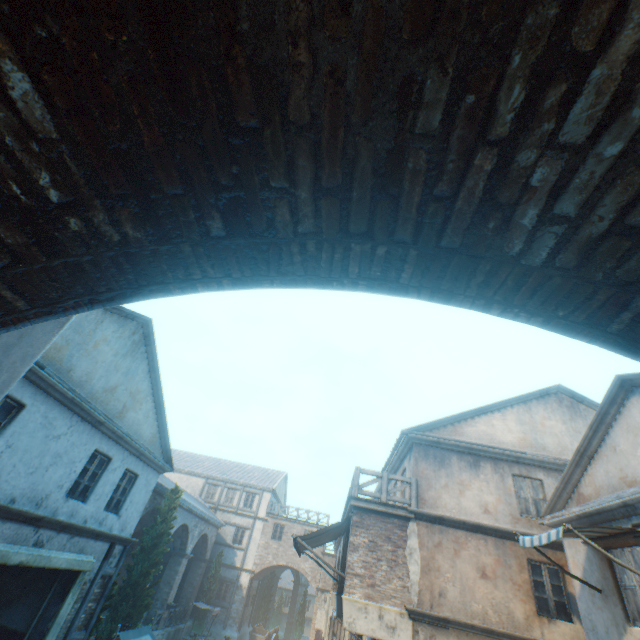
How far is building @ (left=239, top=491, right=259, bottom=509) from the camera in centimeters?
3161cm

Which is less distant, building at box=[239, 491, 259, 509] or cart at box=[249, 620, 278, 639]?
cart at box=[249, 620, 278, 639]

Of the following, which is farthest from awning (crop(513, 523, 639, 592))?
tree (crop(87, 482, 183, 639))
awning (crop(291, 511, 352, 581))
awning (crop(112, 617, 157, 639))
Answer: tree (crop(87, 482, 183, 639))

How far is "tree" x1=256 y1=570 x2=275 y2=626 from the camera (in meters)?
31.75

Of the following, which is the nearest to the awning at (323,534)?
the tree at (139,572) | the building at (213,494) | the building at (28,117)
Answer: the building at (28,117)

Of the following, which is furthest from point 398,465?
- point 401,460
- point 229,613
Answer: point 229,613

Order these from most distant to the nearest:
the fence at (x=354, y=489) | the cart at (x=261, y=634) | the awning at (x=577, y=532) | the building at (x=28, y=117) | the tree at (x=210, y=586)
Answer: the cart at (x=261, y=634)
the tree at (x=210, y=586)
the fence at (x=354, y=489)
the awning at (x=577, y=532)
the building at (x=28, y=117)

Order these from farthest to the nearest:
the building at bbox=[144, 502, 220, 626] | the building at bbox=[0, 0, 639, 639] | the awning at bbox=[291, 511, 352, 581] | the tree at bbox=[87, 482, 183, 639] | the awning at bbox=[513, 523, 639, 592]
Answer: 1. the building at bbox=[144, 502, 220, 626]
2. the tree at bbox=[87, 482, 183, 639]
3. the awning at bbox=[291, 511, 352, 581]
4. the awning at bbox=[513, 523, 639, 592]
5. the building at bbox=[0, 0, 639, 639]
